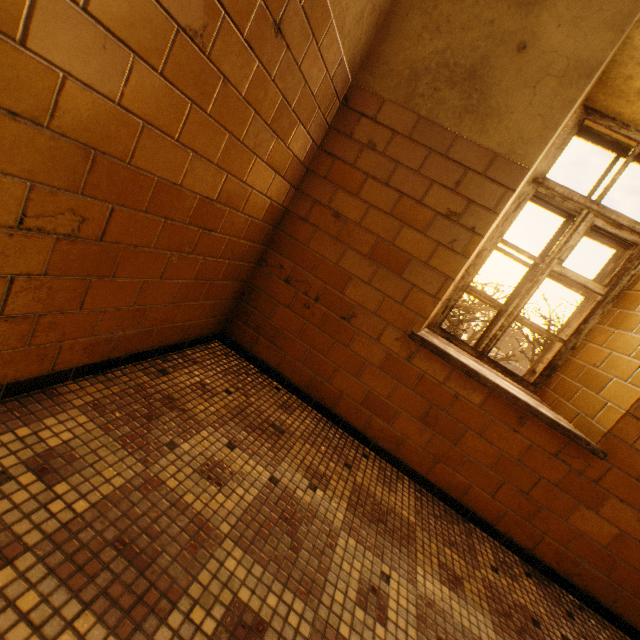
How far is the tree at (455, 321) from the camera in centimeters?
776cm

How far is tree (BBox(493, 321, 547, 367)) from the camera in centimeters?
1434cm

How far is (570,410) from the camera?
2.2m

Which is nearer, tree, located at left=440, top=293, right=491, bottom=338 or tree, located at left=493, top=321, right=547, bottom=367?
tree, located at left=440, top=293, right=491, bottom=338
